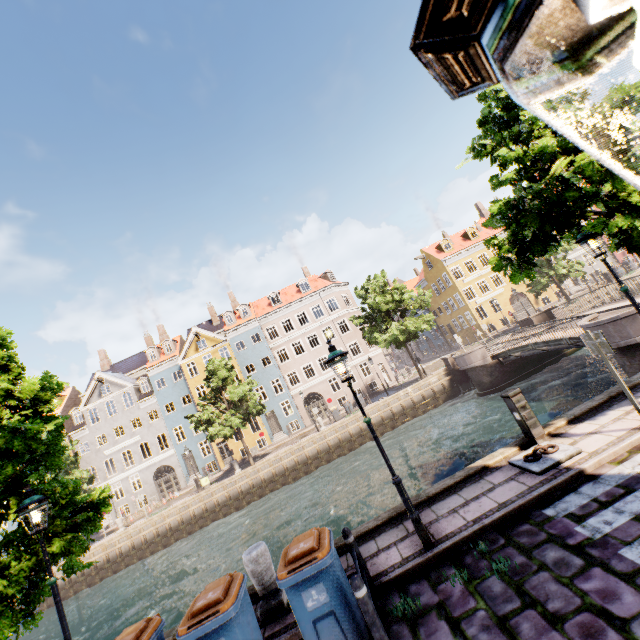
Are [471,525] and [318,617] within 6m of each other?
yes

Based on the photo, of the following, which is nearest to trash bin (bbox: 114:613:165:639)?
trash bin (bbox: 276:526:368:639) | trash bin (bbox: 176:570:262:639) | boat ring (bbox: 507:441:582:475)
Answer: trash bin (bbox: 176:570:262:639)

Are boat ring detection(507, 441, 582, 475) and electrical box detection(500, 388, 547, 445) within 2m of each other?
yes

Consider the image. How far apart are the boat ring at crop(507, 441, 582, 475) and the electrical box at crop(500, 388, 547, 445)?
0.0 meters

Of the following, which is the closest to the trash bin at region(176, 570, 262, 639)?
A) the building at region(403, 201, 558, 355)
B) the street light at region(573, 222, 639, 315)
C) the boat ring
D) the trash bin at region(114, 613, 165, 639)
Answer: the trash bin at region(114, 613, 165, 639)

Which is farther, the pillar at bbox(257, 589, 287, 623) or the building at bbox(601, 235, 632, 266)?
the building at bbox(601, 235, 632, 266)

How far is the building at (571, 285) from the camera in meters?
39.4 m

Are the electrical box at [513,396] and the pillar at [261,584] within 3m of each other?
no
